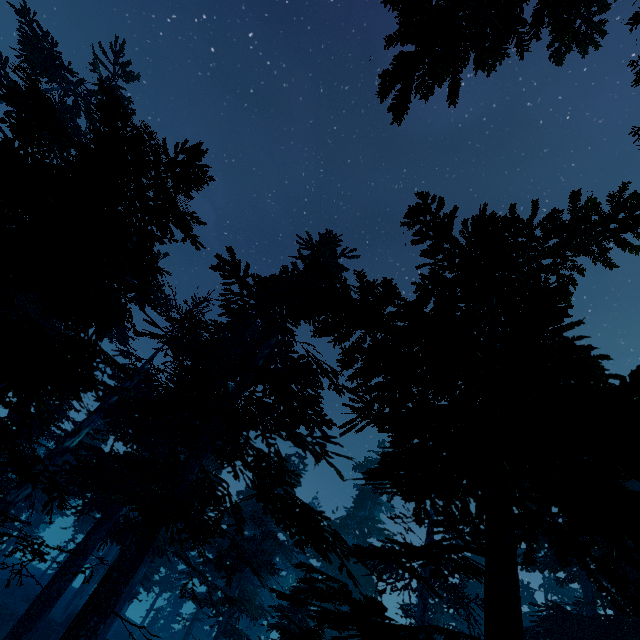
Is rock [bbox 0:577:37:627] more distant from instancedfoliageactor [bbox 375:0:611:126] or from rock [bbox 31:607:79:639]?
rock [bbox 31:607:79:639]

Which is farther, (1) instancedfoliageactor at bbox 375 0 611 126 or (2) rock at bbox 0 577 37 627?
(2) rock at bbox 0 577 37 627

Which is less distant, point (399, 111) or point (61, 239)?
point (61, 239)

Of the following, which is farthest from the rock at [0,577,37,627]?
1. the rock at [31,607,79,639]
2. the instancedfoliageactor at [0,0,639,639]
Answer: the rock at [31,607,79,639]

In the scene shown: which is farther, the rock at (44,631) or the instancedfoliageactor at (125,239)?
the rock at (44,631)

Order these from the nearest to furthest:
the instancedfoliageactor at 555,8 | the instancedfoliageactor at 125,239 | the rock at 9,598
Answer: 1. the instancedfoliageactor at 125,239
2. the instancedfoliageactor at 555,8
3. the rock at 9,598
